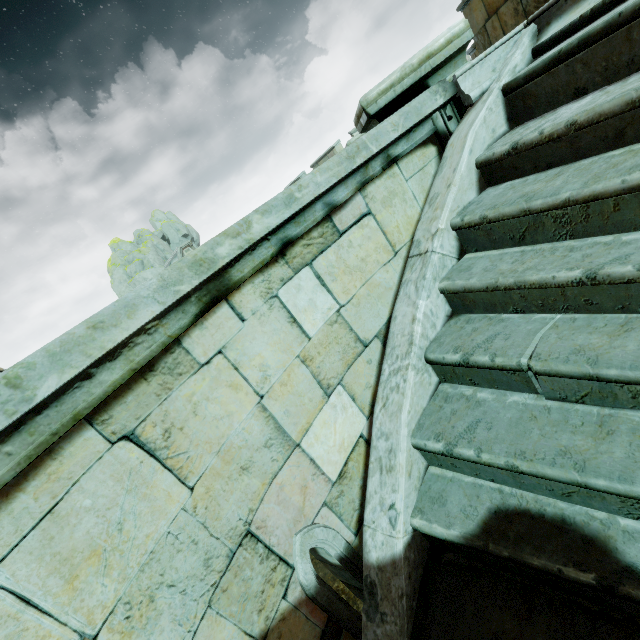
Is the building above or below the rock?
below

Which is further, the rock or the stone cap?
the rock

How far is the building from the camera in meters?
29.3

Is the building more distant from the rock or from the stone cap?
the stone cap

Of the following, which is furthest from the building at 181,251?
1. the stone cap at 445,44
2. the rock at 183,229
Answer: the stone cap at 445,44

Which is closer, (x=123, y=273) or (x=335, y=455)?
(x=335, y=455)

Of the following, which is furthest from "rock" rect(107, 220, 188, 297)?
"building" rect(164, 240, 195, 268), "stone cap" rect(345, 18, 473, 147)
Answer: "stone cap" rect(345, 18, 473, 147)

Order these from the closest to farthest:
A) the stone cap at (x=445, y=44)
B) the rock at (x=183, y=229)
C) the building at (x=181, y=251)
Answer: the stone cap at (x=445, y=44), the building at (x=181, y=251), the rock at (x=183, y=229)
